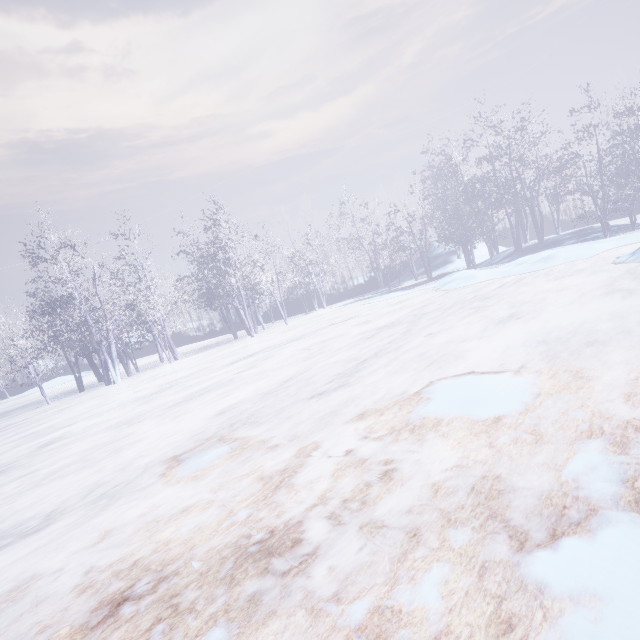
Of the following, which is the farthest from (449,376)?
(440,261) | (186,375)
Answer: (440,261)
